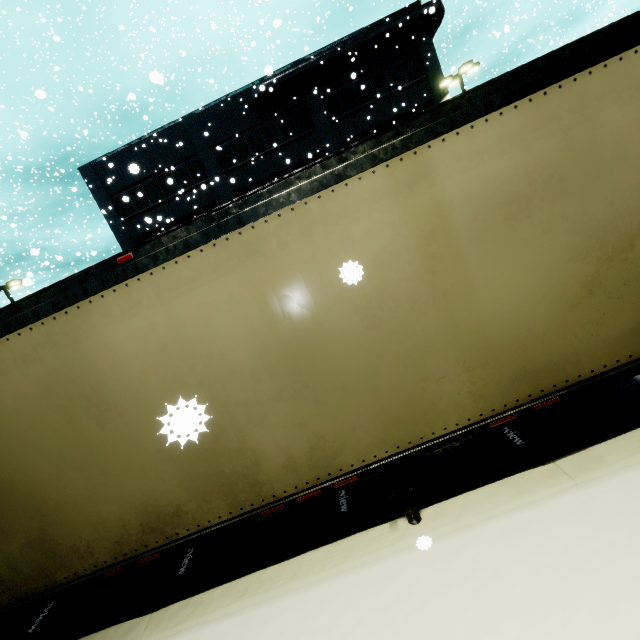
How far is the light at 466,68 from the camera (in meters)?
19.27

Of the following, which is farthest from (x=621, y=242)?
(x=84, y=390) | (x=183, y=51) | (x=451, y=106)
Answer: (x=183, y=51)

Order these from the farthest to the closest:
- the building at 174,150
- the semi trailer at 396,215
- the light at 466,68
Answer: the building at 174,150
the light at 466,68
the semi trailer at 396,215

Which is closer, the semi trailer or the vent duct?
the semi trailer

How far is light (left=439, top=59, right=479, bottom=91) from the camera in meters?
19.3

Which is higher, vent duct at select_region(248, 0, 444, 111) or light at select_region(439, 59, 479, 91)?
vent duct at select_region(248, 0, 444, 111)

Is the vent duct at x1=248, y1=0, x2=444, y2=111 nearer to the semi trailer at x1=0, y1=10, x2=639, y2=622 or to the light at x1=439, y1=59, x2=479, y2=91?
the semi trailer at x1=0, y1=10, x2=639, y2=622

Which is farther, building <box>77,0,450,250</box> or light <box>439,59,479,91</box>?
building <box>77,0,450,250</box>
